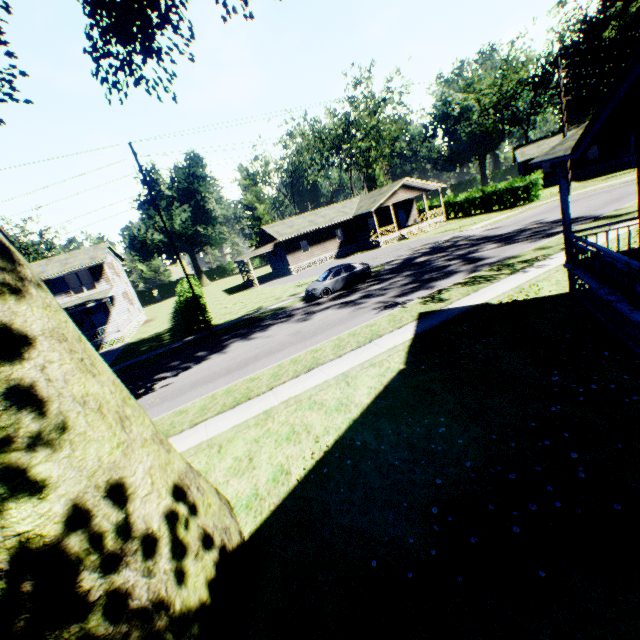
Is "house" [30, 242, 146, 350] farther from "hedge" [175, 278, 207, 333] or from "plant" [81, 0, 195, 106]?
"plant" [81, 0, 195, 106]

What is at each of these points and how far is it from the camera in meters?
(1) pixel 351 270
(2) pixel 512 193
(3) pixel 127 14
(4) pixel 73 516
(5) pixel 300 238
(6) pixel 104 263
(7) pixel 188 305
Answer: (1) car, 22.3
(2) hedge, 36.0
(3) plant, 14.1
(4) plant, 3.3
(5) house, 39.4
(6) house, 33.7
(7) hedge, 22.7

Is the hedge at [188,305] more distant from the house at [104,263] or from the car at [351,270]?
the car at [351,270]

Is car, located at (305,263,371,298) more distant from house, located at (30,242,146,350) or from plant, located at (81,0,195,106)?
house, located at (30,242,146,350)

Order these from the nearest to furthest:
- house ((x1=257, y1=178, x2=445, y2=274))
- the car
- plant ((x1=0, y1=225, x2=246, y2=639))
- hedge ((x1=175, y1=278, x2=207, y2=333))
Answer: plant ((x1=0, y1=225, x2=246, y2=639)) < the car < hedge ((x1=175, y1=278, x2=207, y2=333)) < house ((x1=257, y1=178, x2=445, y2=274))

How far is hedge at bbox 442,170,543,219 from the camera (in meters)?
34.12

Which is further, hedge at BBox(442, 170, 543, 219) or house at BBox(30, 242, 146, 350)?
hedge at BBox(442, 170, 543, 219)

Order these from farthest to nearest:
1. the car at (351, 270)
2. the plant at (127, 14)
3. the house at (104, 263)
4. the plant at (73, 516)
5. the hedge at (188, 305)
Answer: the house at (104, 263), the hedge at (188, 305), the car at (351, 270), the plant at (127, 14), the plant at (73, 516)
